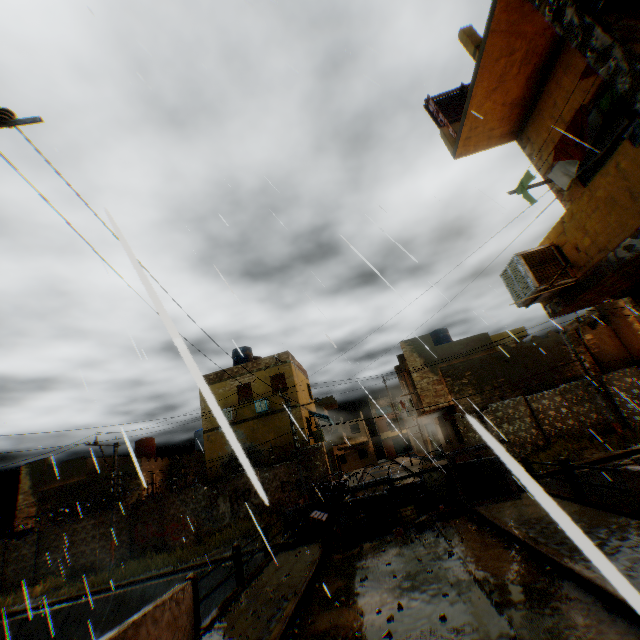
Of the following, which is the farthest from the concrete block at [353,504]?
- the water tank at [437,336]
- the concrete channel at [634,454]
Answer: the water tank at [437,336]

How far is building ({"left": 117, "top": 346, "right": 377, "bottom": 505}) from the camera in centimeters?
2081cm

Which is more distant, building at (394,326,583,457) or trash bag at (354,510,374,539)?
building at (394,326,583,457)

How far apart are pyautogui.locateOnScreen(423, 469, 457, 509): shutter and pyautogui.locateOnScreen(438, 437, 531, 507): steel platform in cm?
47

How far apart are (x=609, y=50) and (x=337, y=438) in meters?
40.4 m

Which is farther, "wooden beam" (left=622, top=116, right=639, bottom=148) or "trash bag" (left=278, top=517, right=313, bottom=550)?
"trash bag" (left=278, top=517, right=313, bottom=550)

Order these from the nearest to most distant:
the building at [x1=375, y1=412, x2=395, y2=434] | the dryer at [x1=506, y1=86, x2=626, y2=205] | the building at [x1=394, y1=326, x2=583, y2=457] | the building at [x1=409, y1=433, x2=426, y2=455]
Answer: the dryer at [x1=506, y1=86, x2=626, y2=205] < the building at [x1=394, y1=326, x2=583, y2=457] < the building at [x1=409, y1=433, x2=426, y2=455] < the building at [x1=375, y1=412, x2=395, y2=434]

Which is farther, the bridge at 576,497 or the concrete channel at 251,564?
the concrete channel at 251,564
